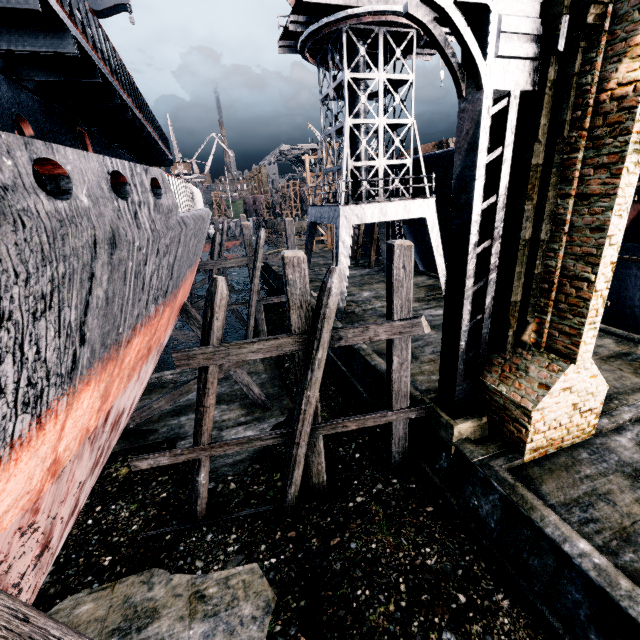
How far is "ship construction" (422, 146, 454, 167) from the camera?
18.8m

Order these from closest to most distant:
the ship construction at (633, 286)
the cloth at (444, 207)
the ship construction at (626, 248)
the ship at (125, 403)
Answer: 1. the ship at (125, 403)
2. the ship construction at (626, 248)
3. the ship construction at (633, 286)
4. the cloth at (444, 207)

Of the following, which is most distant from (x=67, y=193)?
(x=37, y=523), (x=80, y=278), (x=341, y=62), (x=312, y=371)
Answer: (x=341, y=62)

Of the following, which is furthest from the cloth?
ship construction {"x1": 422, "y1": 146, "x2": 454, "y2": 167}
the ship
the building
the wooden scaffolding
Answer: the building

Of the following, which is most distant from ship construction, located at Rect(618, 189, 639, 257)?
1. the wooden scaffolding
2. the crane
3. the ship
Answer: the wooden scaffolding

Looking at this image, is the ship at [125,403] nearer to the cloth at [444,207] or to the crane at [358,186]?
the crane at [358,186]

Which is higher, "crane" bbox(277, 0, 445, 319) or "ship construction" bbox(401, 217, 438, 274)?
"crane" bbox(277, 0, 445, 319)

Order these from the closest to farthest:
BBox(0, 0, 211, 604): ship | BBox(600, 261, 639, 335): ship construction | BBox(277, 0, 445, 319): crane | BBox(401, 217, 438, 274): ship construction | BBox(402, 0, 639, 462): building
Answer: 1. BBox(0, 0, 211, 604): ship
2. BBox(402, 0, 639, 462): building
3. BBox(600, 261, 639, 335): ship construction
4. BBox(277, 0, 445, 319): crane
5. BBox(401, 217, 438, 274): ship construction
